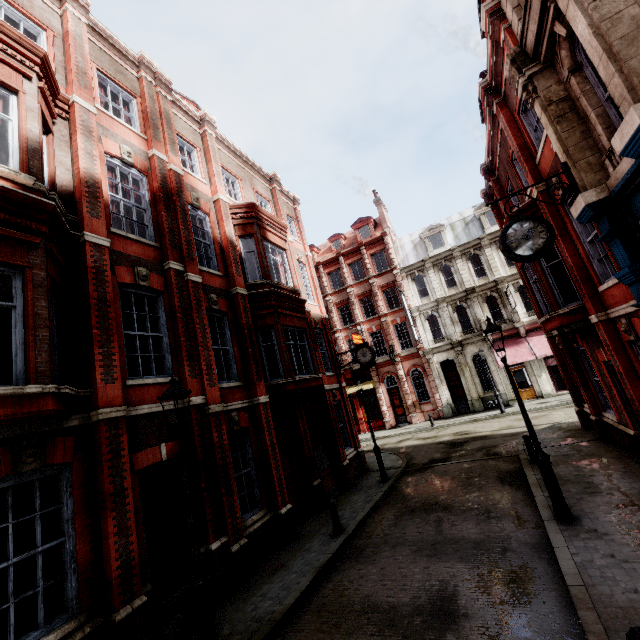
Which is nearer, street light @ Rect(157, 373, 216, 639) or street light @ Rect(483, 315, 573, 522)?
street light @ Rect(157, 373, 216, 639)

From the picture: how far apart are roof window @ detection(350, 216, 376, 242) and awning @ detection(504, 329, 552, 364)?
15.5m

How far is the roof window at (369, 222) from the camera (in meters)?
34.47

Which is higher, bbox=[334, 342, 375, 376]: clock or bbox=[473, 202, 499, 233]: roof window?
bbox=[473, 202, 499, 233]: roof window

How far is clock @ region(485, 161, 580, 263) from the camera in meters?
6.7 m

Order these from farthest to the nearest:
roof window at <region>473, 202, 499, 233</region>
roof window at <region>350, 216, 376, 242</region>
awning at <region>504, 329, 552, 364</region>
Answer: roof window at <region>350, 216, 376, 242</region> → roof window at <region>473, 202, 499, 233</region> → awning at <region>504, 329, 552, 364</region>

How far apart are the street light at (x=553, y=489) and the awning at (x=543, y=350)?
18.3 meters

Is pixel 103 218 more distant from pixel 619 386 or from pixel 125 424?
pixel 619 386
